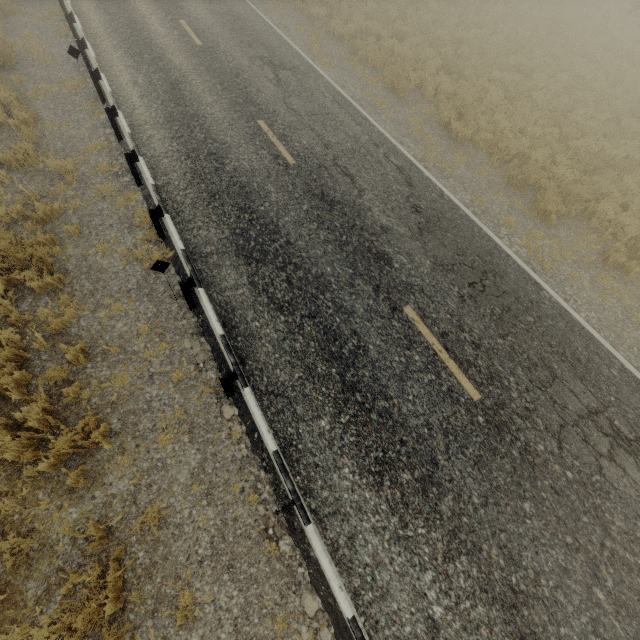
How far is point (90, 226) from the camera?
7.26m
